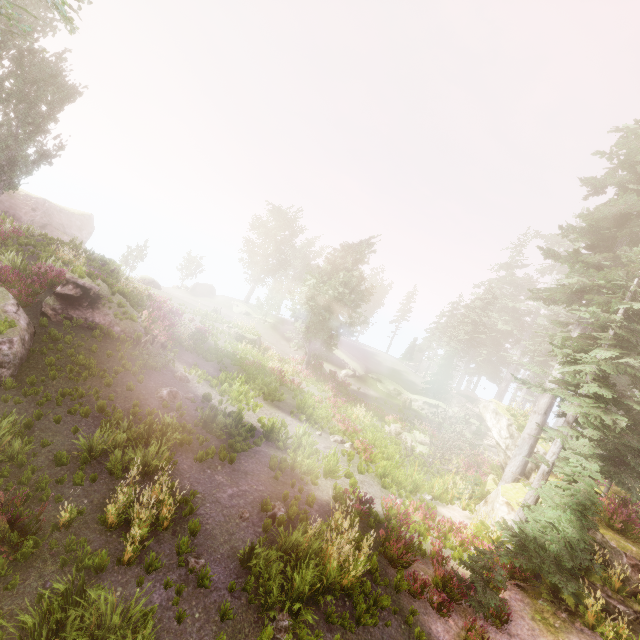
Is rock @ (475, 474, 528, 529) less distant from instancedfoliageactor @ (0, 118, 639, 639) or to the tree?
instancedfoliageactor @ (0, 118, 639, 639)

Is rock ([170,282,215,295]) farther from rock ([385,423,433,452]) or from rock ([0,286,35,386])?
rock ([385,423,433,452])

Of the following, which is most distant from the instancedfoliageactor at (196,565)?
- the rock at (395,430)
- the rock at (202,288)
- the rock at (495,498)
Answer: the rock at (395,430)

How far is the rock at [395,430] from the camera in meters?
22.4 m

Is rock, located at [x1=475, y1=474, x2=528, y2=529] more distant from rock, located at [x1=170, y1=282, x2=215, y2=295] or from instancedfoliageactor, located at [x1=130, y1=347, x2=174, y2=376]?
rock, located at [x1=170, y1=282, x2=215, y2=295]

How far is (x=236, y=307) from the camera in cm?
4331

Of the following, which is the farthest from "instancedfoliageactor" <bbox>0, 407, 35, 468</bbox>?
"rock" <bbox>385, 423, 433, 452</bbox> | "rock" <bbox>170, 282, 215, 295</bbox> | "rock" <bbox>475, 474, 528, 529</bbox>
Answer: "rock" <bbox>385, 423, 433, 452</bbox>

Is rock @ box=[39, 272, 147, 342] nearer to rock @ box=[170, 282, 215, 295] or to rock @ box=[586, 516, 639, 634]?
rock @ box=[586, 516, 639, 634]
